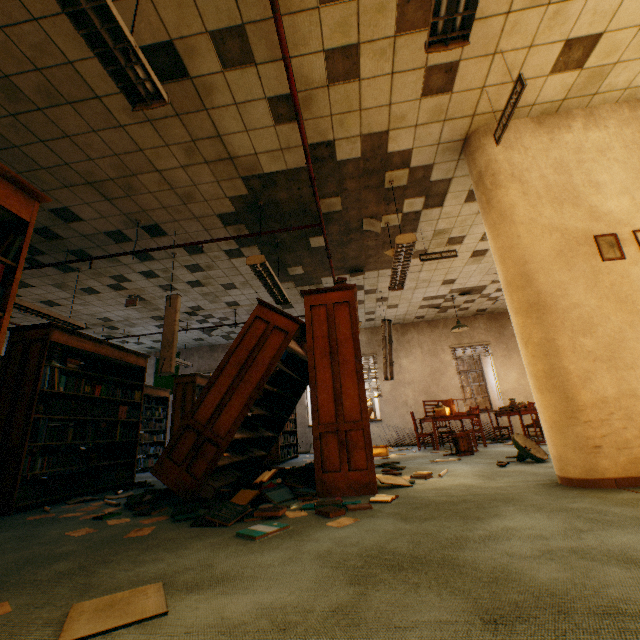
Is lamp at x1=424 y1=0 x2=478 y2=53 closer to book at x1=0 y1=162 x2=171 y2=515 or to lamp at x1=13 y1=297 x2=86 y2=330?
book at x1=0 y1=162 x2=171 y2=515

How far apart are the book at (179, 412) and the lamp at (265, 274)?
3.55m

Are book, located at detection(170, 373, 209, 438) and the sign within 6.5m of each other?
no

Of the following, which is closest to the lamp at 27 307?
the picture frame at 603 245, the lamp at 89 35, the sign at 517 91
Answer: the lamp at 89 35

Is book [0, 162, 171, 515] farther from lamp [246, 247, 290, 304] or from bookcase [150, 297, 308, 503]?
lamp [246, 247, 290, 304]

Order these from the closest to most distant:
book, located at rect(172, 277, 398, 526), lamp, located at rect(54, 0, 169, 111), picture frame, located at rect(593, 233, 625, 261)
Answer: lamp, located at rect(54, 0, 169, 111), book, located at rect(172, 277, 398, 526), picture frame, located at rect(593, 233, 625, 261)

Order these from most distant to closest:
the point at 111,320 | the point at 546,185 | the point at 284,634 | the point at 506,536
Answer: the point at 111,320, the point at 546,185, the point at 506,536, the point at 284,634

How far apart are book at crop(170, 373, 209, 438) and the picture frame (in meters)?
7.80
